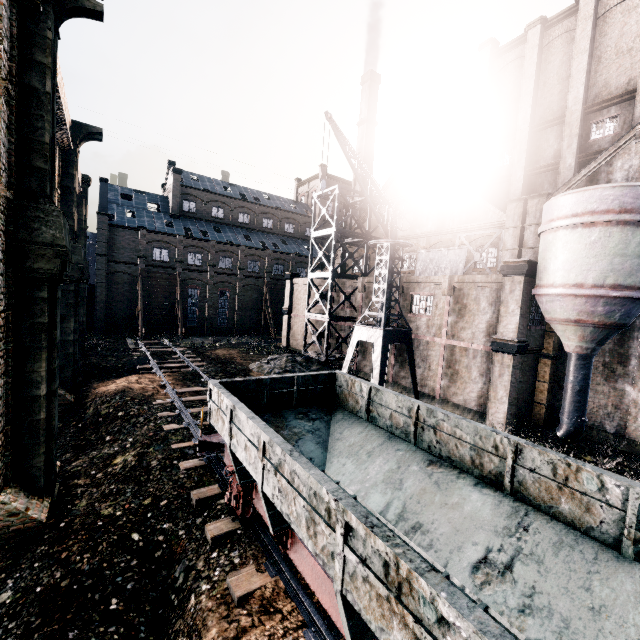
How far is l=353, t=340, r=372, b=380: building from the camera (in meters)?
28.64

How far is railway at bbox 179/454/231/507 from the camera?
10.5m

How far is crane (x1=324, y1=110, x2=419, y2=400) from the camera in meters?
21.0 m

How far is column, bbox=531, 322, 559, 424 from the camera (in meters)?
20.45

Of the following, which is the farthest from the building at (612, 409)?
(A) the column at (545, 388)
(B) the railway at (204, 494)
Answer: (B) the railway at (204, 494)

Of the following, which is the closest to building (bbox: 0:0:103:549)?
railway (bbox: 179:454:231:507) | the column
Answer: the column

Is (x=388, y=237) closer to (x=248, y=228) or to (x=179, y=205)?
(x=248, y=228)

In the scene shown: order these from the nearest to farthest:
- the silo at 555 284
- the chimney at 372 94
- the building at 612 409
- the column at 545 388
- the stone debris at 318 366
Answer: the silo at 555 284 < the building at 612 409 < the column at 545 388 < the stone debris at 318 366 < the chimney at 372 94
